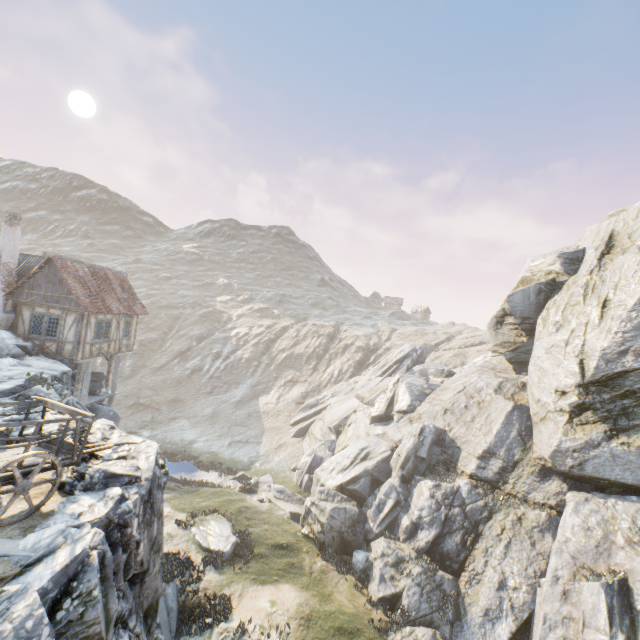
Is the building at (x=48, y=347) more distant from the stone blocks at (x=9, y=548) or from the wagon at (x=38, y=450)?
the stone blocks at (x=9, y=548)

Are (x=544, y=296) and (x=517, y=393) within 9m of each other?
yes

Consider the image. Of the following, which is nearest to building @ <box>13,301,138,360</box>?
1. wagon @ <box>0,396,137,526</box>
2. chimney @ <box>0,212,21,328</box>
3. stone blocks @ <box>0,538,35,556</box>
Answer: chimney @ <box>0,212,21,328</box>

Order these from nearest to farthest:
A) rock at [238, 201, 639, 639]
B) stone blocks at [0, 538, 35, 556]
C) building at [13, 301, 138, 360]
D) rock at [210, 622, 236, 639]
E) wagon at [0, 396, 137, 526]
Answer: stone blocks at [0, 538, 35, 556] → wagon at [0, 396, 137, 526] → rock at [210, 622, 236, 639] → rock at [238, 201, 639, 639] → building at [13, 301, 138, 360]

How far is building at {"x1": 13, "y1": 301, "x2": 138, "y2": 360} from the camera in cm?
1891

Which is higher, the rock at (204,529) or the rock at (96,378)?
the rock at (96,378)

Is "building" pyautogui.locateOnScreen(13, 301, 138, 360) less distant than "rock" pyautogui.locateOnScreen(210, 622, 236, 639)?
No

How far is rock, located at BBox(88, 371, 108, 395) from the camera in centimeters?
2260cm
